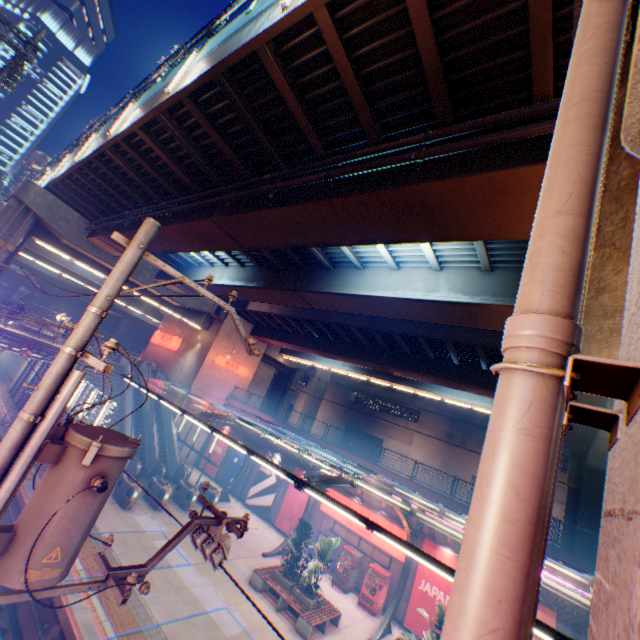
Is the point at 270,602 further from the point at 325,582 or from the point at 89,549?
the point at 89,549

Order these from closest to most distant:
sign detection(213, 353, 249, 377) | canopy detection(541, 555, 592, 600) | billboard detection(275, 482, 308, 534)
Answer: canopy detection(541, 555, 592, 600) → billboard detection(275, 482, 308, 534) → sign detection(213, 353, 249, 377)

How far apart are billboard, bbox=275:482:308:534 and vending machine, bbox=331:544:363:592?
3.4m

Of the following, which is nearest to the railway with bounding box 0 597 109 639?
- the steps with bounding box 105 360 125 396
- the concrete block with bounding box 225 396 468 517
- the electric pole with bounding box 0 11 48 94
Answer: the steps with bounding box 105 360 125 396

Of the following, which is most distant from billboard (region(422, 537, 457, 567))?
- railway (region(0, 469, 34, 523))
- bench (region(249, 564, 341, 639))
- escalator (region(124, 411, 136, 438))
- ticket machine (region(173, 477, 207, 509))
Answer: escalator (region(124, 411, 136, 438))

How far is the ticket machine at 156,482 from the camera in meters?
19.5

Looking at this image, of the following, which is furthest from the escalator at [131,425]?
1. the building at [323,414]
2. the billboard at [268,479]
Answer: the building at [323,414]

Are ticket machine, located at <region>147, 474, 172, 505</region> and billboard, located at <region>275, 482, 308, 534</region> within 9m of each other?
yes
